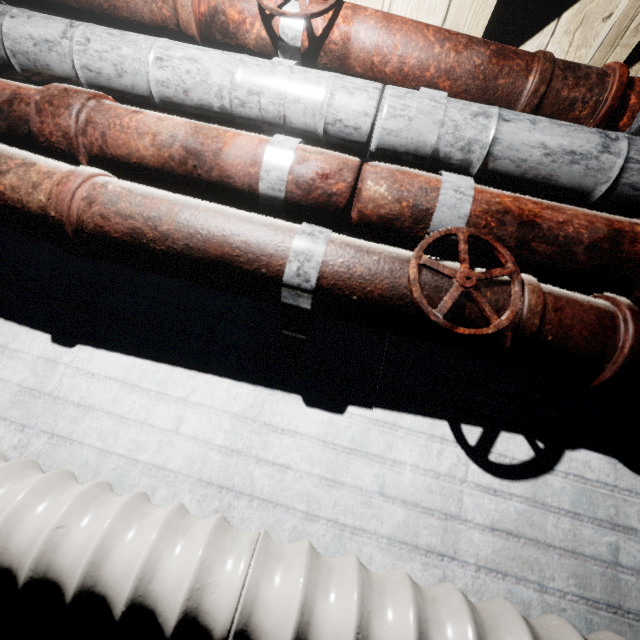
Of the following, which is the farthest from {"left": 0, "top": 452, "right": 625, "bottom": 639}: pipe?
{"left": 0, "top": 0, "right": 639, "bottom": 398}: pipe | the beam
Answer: the beam

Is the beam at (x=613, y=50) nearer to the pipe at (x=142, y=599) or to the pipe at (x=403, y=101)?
the pipe at (x=403, y=101)

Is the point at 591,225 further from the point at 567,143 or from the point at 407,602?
the point at 407,602

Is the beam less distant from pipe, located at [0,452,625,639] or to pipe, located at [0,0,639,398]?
pipe, located at [0,0,639,398]

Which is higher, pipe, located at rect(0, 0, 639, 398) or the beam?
the beam
